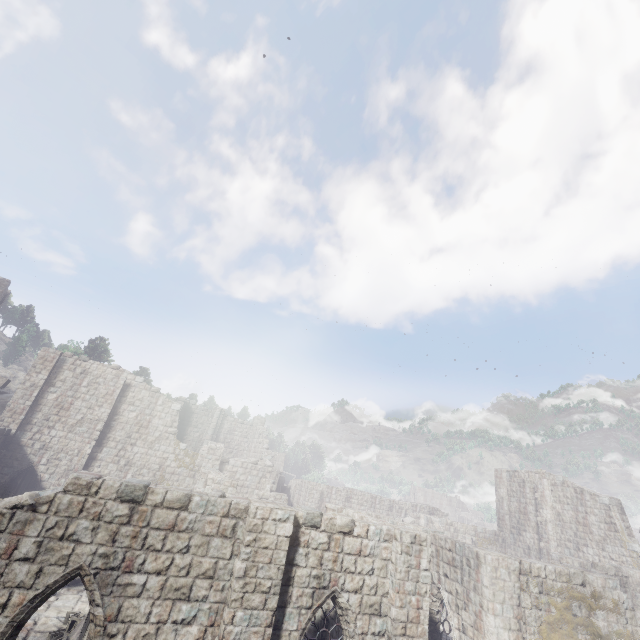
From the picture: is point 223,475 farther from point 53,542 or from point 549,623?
point 549,623
